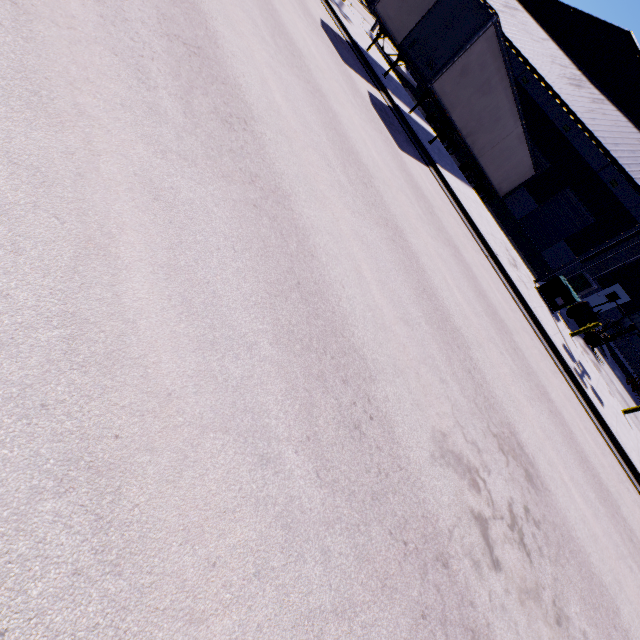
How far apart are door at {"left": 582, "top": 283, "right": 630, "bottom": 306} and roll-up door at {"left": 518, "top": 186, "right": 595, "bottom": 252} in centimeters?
703cm

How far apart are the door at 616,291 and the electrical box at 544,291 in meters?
14.6

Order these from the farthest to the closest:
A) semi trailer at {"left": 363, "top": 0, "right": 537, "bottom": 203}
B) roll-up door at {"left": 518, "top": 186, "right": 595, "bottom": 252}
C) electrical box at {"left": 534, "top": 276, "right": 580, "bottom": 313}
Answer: roll-up door at {"left": 518, "top": 186, "right": 595, "bottom": 252}, electrical box at {"left": 534, "top": 276, "right": 580, "bottom": 313}, semi trailer at {"left": 363, "top": 0, "right": 537, "bottom": 203}

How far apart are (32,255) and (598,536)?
10.1 meters

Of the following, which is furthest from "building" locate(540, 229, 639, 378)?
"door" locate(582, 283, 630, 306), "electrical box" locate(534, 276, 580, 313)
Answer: "electrical box" locate(534, 276, 580, 313)

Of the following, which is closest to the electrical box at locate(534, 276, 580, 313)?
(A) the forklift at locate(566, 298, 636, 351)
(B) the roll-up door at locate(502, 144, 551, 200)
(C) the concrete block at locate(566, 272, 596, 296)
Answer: Answer: (C) the concrete block at locate(566, 272, 596, 296)

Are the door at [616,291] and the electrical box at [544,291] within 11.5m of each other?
no

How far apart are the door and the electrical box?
14.6 meters
